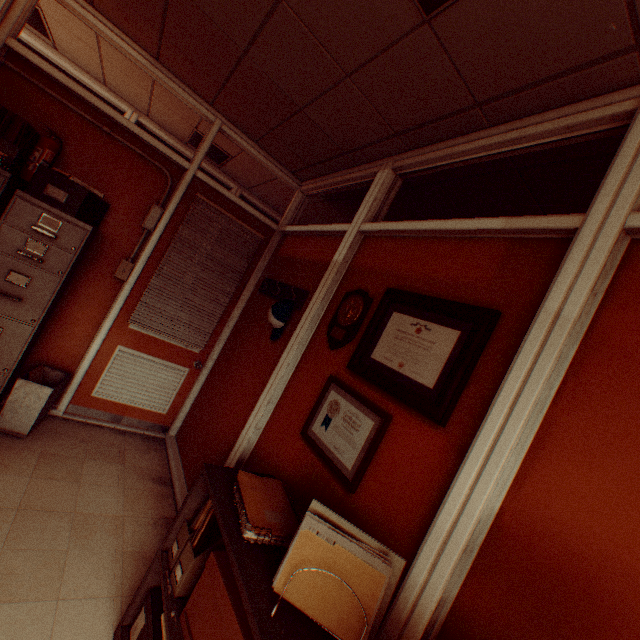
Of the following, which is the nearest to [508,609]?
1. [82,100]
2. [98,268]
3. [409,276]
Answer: [409,276]

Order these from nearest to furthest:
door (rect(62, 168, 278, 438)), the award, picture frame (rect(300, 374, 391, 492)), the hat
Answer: picture frame (rect(300, 374, 391, 492)) < the award < the hat < door (rect(62, 168, 278, 438))

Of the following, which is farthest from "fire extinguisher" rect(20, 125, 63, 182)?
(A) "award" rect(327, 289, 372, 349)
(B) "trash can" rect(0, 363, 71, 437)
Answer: (A) "award" rect(327, 289, 372, 349)

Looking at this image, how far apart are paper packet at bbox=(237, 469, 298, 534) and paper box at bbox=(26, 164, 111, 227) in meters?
2.4

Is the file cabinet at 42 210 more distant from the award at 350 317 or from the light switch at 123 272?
the award at 350 317

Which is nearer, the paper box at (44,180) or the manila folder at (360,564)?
the manila folder at (360,564)

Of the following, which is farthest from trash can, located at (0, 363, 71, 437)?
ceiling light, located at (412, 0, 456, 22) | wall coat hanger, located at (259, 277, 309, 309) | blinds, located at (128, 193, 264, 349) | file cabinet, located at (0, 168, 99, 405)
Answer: ceiling light, located at (412, 0, 456, 22)

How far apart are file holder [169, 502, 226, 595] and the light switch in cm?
248
